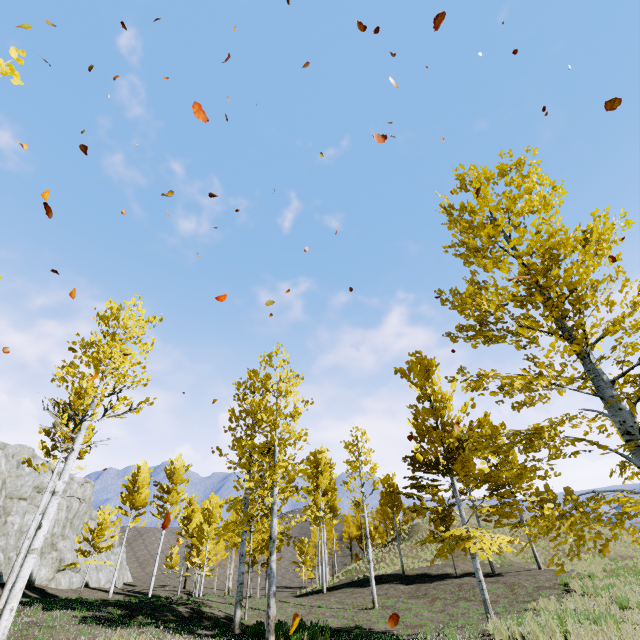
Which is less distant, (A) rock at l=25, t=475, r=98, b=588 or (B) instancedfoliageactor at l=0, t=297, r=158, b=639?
(B) instancedfoliageactor at l=0, t=297, r=158, b=639

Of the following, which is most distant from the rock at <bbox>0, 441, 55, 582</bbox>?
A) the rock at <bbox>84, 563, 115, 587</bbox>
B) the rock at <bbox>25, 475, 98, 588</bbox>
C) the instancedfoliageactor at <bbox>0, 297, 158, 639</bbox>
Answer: the rock at <bbox>84, 563, 115, 587</bbox>

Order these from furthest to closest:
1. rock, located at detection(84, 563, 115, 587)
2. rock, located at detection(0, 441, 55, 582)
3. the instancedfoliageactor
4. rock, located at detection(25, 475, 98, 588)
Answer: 1. rock, located at detection(84, 563, 115, 587)
2. rock, located at detection(25, 475, 98, 588)
3. rock, located at detection(0, 441, 55, 582)
4. the instancedfoliageactor

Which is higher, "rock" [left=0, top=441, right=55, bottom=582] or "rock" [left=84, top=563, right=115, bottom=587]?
"rock" [left=0, top=441, right=55, bottom=582]

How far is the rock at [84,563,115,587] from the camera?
35.0 meters

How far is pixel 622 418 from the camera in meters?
4.0 m

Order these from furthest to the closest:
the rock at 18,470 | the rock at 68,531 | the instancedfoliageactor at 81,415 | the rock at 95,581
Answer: the rock at 95,581, the rock at 68,531, the rock at 18,470, the instancedfoliageactor at 81,415

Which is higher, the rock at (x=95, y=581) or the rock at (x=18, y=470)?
the rock at (x=18, y=470)
